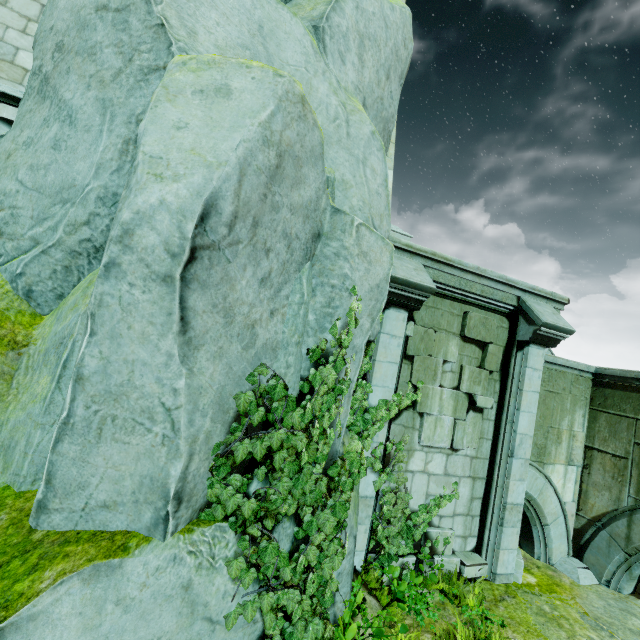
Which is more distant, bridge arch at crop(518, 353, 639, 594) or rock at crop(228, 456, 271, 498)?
bridge arch at crop(518, 353, 639, 594)

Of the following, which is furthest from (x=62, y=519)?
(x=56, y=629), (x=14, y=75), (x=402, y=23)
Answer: (x=402, y=23)

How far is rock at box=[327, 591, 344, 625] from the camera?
4.02m

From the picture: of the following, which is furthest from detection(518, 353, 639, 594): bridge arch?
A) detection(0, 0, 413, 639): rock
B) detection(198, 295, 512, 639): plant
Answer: detection(0, 0, 413, 639): rock

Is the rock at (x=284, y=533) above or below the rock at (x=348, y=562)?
above

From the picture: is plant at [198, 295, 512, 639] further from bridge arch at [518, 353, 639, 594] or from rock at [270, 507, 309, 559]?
bridge arch at [518, 353, 639, 594]

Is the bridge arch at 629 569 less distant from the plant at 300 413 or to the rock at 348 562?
the plant at 300 413
